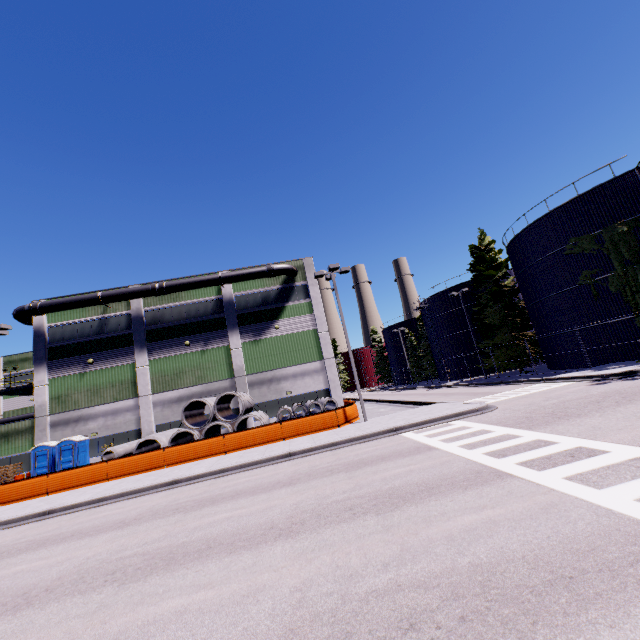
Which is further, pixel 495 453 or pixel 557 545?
pixel 495 453

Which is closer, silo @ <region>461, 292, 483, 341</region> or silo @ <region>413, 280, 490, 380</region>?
silo @ <region>461, 292, 483, 341</region>

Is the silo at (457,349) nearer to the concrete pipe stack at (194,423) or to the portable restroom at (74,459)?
the concrete pipe stack at (194,423)

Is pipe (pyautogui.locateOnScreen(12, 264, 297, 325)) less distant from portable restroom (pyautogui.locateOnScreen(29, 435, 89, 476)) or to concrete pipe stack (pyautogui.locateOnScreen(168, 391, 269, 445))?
concrete pipe stack (pyautogui.locateOnScreen(168, 391, 269, 445))

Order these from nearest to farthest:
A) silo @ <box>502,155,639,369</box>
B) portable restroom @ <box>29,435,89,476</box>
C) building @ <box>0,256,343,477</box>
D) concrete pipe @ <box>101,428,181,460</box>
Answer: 1. concrete pipe @ <box>101,428,181,460</box>
2. silo @ <box>502,155,639,369</box>
3. portable restroom @ <box>29,435,89,476</box>
4. building @ <box>0,256,343,477</box>

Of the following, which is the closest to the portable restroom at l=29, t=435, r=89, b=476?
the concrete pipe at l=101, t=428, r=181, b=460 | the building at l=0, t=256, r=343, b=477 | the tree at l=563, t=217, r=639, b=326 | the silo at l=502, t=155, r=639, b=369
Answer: the building at l=0, t=256, r=343, b=477

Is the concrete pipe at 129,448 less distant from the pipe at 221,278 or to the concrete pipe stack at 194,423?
the concrete pipe stack at 194,423

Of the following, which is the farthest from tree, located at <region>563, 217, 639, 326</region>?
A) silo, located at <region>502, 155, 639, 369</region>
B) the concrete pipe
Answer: the concrete pipe
